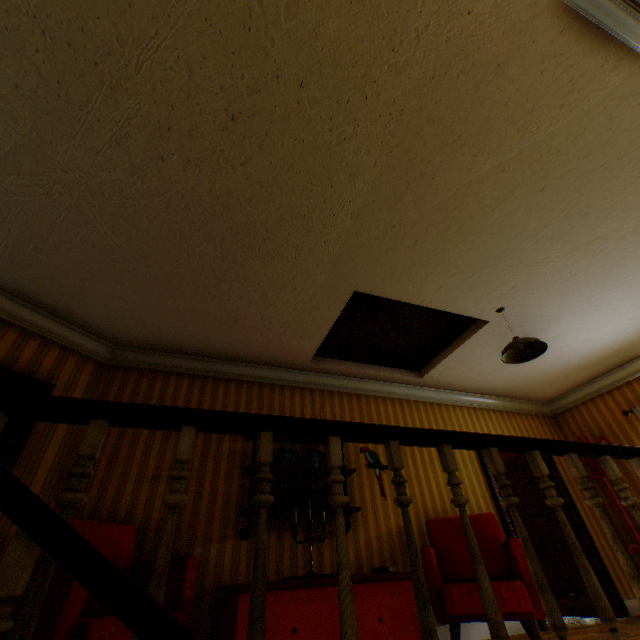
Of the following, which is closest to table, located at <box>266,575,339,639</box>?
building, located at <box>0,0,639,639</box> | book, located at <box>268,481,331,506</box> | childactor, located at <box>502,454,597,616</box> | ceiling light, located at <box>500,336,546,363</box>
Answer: building, located at <box>0,0,639,639</box>

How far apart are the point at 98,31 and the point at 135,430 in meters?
3.7

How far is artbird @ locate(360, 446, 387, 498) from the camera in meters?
4.4 m

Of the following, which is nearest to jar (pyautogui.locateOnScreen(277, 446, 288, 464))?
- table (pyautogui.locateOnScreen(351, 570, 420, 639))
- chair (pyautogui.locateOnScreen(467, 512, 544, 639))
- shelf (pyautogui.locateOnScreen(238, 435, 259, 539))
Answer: shelf (pyautogui.locateOnScreen(238, 435, 259, 539))

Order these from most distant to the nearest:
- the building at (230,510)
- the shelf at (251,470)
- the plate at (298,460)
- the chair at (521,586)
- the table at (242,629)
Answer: the plate at (298,460) → the shelf at (251,470) → the chair at (521,586) → the table at (242,629) → the building at (230,510)

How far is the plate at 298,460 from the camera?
4.14m

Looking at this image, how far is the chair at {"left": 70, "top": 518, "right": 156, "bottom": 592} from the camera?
2.7 meters

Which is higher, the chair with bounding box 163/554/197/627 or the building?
the building
